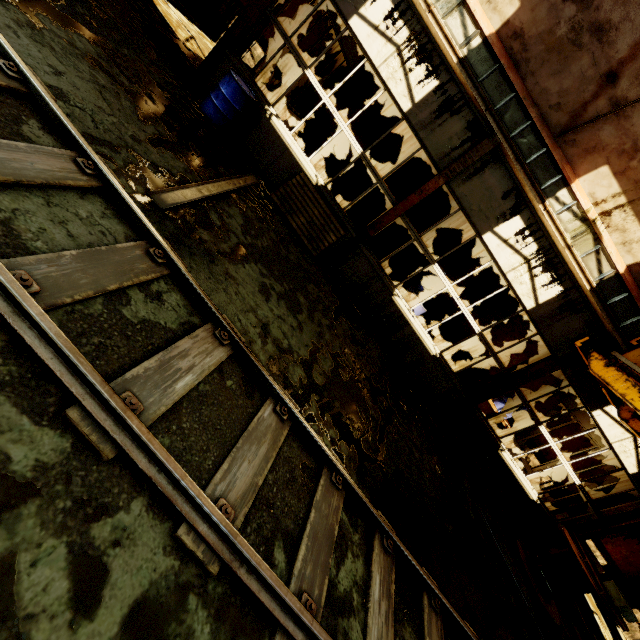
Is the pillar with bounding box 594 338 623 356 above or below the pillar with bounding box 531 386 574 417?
above

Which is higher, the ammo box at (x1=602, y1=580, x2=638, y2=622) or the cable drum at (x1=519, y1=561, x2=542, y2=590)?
the ammo box at (x1=602, y1=580, x2=638, y2=622)

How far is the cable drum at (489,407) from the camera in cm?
1048

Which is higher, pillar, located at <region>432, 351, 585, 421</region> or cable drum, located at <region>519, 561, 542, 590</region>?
pillar, located at <region>432, 351, 585, 421</region>

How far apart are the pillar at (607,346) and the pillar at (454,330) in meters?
4.0

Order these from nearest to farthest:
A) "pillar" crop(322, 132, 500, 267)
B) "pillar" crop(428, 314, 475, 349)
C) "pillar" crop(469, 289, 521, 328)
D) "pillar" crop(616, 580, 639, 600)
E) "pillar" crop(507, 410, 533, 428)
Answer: "pillar" crop(322, 132, 500, 267)
"pillar" crop(469, 289, 521, 328)
"pillar" crop(428, 314, 475, 349)
"pillar" crop(507, 410, 533, 428)
"pillar" crop(616, 580, 639, 600)

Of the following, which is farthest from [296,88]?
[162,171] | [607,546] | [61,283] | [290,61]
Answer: [607,546]

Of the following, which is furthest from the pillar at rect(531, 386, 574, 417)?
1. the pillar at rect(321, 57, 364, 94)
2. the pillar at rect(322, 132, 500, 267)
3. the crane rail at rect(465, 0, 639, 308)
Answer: the pillar at rect(321, 57, 364, 94)
